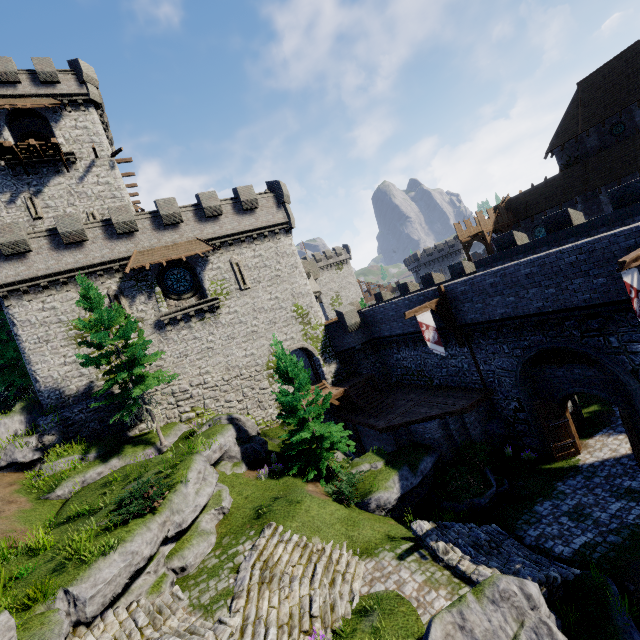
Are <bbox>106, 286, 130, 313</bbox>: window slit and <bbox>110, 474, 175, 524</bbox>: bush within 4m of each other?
no

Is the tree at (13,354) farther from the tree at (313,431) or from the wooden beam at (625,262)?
the wooden beam at (625,262)

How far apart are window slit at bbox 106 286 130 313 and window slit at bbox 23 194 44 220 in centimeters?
986cm

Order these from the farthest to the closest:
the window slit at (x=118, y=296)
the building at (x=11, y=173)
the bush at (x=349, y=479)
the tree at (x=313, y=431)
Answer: the building at (x=11, y=173) < the window slit at (x=118, y=296) < the tree at (x=313, y=431) < the bush at (x=349, y=479)

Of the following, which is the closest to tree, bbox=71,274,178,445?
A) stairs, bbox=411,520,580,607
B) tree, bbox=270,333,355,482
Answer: tree, bbox=270,333,355,482

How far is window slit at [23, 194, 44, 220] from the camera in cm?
2450

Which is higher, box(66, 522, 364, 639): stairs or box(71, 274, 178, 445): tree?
box(71, 274, 178, 445): tree

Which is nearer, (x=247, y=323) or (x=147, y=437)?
(x=147, y=437)
